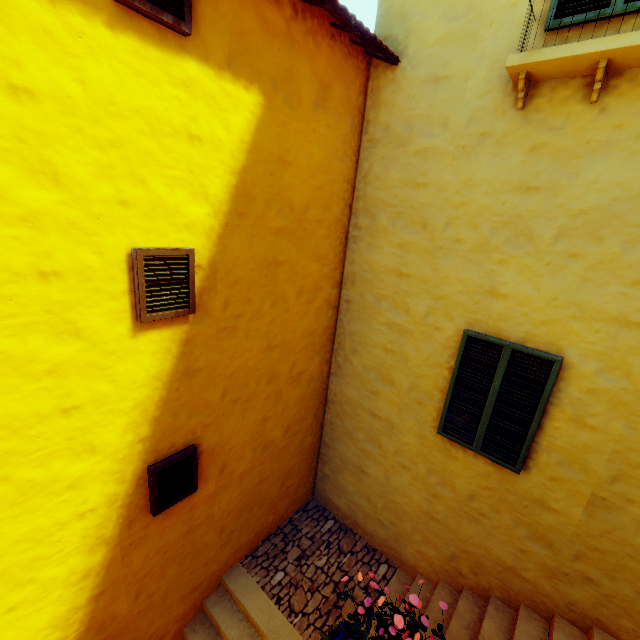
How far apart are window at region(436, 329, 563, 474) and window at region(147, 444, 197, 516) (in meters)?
3.41

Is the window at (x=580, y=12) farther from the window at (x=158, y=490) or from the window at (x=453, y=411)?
the window at (x=158, y=490)

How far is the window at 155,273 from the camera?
3.0 meters

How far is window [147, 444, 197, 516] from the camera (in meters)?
3.76

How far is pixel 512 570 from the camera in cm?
453

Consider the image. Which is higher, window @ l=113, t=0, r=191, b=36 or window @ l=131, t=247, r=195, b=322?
window @ l=113, t=0, r=191, b=36

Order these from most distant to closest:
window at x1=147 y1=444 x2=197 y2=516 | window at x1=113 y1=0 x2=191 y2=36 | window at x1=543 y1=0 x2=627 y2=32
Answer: window at x1=147 y1=444 x2=197 y2=516 < window at x1=543 y1=0 x2=627 y2=32 < window at x1=113 y1=0 x2=191 y2=36

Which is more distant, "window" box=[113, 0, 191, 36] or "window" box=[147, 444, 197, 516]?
"window" box=[147, 444, 197, 516]
